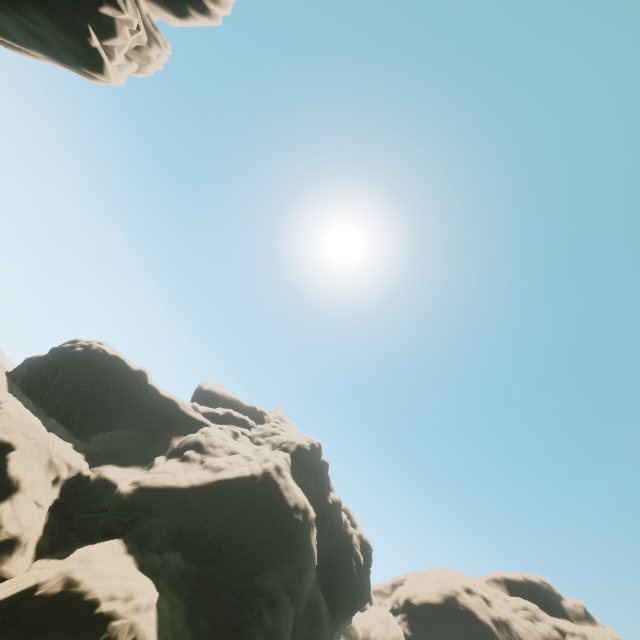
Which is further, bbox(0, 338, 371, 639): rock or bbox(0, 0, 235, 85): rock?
bbox(0, 338, 371, 639): rock

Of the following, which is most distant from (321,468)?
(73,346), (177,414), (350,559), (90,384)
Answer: (73,346)

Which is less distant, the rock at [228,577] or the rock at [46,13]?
the rock at [46,13]
